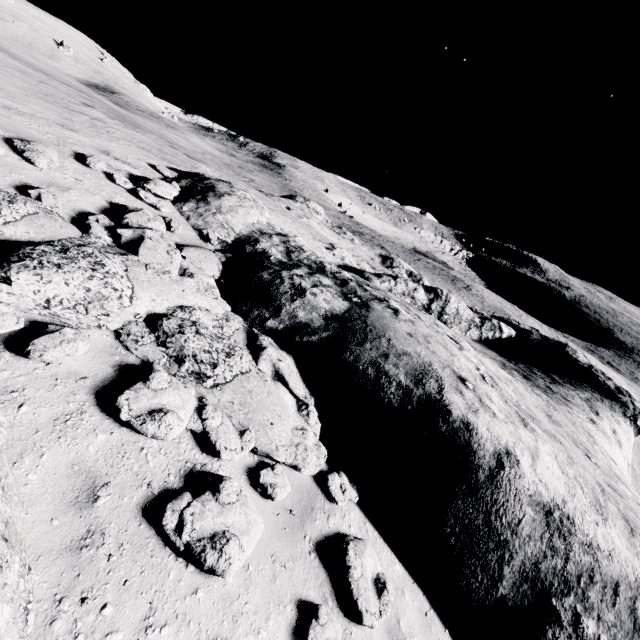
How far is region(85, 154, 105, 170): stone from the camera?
7.7 meters

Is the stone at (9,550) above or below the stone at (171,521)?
above

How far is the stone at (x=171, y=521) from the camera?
3.3m

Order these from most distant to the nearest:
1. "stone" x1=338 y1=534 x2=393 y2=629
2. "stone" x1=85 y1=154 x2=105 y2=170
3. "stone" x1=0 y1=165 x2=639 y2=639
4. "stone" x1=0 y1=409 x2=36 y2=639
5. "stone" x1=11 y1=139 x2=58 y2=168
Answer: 1. "stone" x1=85 y1=154 x2=105 y2=170
2. "stone" x1=11 y1=139 x2=58 y2=168
3. "stone" x1=0 y1=165 x2=639 y2=639
4. "stone" x1=338 y1=534 x2=393 y2=629
5. "stone" x1=0 y1=409 x2=36 y2=639

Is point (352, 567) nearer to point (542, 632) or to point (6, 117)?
point (542, 632)

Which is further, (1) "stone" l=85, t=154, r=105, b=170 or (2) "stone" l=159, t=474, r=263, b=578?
(1) "stone" l=85, t=154, r=105, b=170
